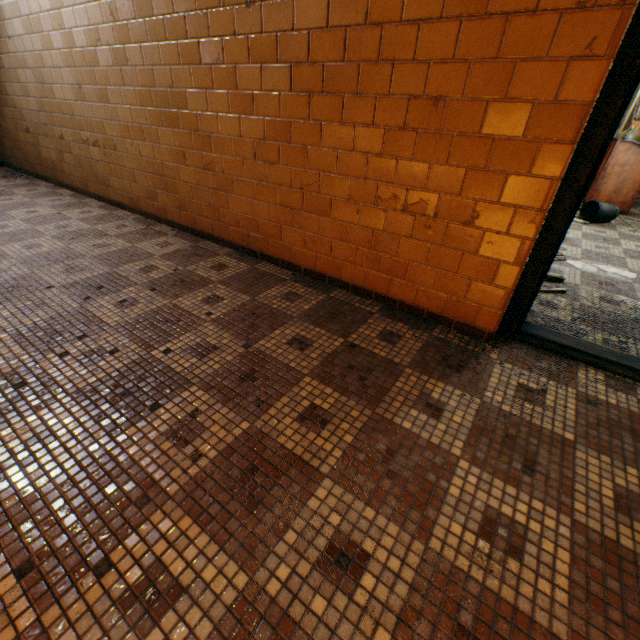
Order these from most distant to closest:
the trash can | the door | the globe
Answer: the globe → the trash can → the door

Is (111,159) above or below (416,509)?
above

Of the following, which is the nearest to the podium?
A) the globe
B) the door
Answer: the globe

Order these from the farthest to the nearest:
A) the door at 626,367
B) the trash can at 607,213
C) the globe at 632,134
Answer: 1. the globe at 632,134
2. the trash can at 607,213
3. the door at 626,367

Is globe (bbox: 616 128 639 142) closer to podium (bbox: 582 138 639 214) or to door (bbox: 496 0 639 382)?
podium (bbox: 582 138 639 214)

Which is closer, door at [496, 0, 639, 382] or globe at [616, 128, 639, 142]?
door at [496, 0, 639, 382]

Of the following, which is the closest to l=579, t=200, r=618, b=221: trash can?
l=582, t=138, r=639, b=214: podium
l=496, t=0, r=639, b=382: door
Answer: l=582, t=138, r=639, b=214: podium

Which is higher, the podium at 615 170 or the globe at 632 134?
the globe at 632 134
